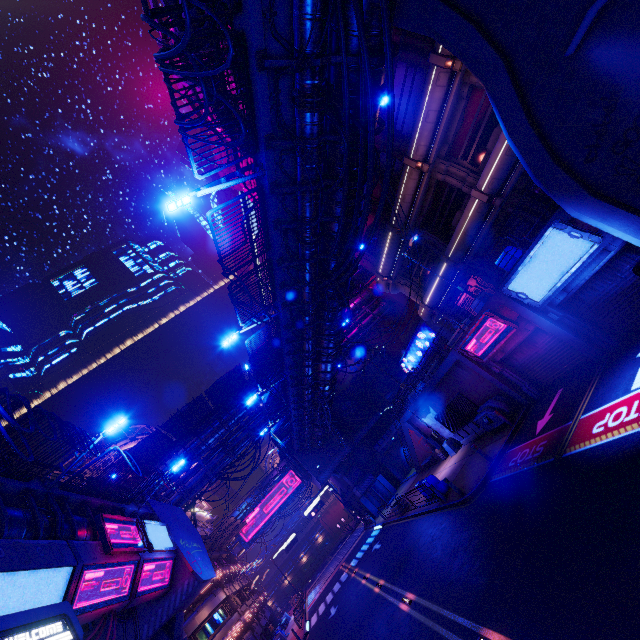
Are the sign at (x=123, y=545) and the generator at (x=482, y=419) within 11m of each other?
no

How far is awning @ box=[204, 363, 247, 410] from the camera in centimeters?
3008cm

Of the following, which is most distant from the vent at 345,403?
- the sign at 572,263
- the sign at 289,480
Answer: the sign at 572,263

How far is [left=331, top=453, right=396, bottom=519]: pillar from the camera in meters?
38.7 m

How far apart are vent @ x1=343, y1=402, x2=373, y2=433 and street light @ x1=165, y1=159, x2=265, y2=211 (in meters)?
38.93

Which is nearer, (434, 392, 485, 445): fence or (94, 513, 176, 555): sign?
(94, 513, 176, 555): sign

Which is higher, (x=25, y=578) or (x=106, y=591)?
(x=25, y=578)

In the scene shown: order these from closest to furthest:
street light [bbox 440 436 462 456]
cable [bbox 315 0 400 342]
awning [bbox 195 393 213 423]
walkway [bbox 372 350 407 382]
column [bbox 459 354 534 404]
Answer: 1. cable [bbox 315 0 400 342]
2. column [bbox 459 354 534 404]
3. street light [bbox 440 436 462 456]
4. awning [bbox 195 393 213 423]
5. walkway [bbox 372 350 407 382]
